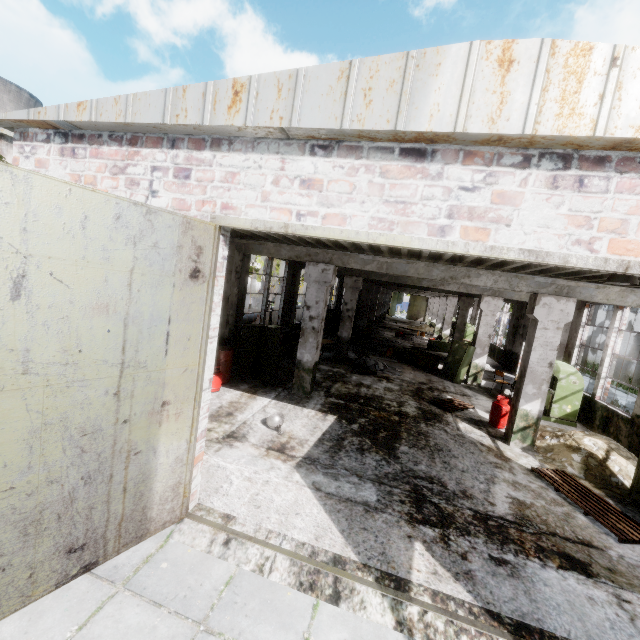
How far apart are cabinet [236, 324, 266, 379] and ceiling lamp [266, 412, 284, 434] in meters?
3.1

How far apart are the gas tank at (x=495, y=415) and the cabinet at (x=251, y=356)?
7.1m

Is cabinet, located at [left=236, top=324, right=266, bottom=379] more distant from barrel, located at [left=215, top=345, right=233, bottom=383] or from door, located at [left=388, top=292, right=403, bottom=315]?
door, located at [left=388, top=292, right=403, bottom=315]

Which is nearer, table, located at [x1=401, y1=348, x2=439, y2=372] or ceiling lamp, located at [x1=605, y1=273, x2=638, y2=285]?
ceiling lamp, located at [x1=605, y1=273, x2=638, y2=285]

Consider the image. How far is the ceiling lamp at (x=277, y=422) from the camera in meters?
7.0 m

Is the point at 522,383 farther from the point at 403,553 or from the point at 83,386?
the point at 83,386

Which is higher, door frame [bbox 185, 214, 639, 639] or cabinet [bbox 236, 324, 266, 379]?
door frame [bbox 185, 214, 639, 639]

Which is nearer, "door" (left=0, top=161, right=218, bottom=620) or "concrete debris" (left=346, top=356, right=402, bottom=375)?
"door" (left=0, top=161, right=218, bottom=620)
